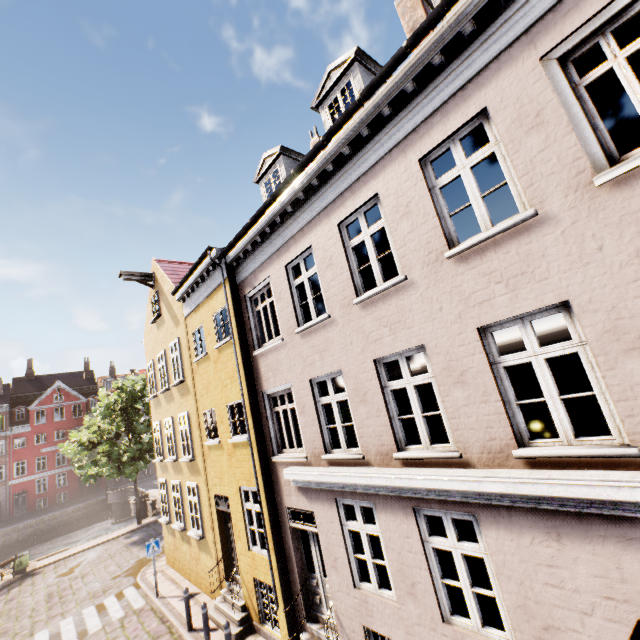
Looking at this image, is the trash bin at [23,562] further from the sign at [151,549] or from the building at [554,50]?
the sign at [151,549]

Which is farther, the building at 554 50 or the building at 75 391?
the building at 75 391

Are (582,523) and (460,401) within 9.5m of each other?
yes

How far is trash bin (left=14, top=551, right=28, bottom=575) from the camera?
18.2 meters

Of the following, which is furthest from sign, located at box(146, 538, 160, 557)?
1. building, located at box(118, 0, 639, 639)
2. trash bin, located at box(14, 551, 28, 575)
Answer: trash bin, located at box(14, 551, 28, 575)

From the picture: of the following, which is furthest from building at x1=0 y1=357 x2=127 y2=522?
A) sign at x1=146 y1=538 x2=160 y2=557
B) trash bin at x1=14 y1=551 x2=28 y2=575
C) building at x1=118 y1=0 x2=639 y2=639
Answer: sign at x1=146 y1=538 x2=160 y2=557

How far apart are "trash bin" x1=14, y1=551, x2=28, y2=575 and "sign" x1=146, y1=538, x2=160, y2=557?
12.9m

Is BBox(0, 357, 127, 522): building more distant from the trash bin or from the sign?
the sign
